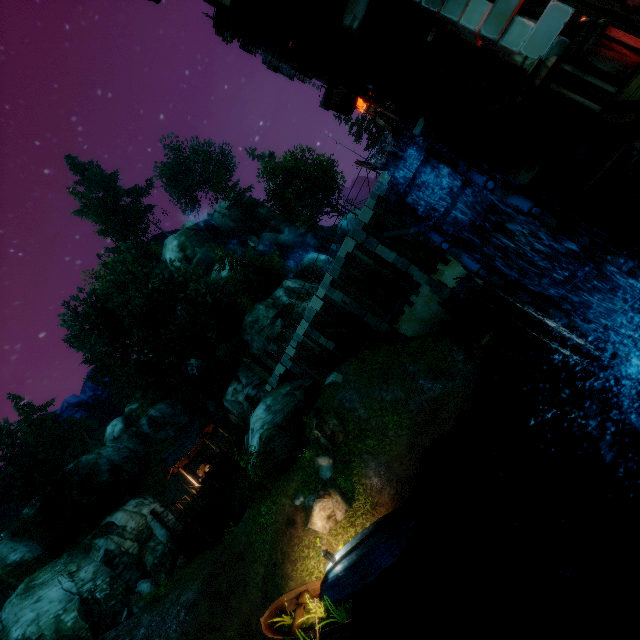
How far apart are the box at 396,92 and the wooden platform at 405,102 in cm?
32

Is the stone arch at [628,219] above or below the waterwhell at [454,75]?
below

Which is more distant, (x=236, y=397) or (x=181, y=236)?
(x=181, y=236)

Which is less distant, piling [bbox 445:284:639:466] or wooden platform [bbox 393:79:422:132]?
piling [bbox 445:284:639:466]

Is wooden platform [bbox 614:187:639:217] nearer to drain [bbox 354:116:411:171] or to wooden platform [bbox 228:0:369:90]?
drain [bbox 354:116:411:171]

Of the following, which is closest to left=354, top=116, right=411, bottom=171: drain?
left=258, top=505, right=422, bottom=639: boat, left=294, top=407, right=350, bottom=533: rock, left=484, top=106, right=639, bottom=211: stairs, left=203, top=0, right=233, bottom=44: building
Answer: left=203, top=0, right=233, bottom=44: building

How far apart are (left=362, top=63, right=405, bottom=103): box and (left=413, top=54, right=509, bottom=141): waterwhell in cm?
Result: 264

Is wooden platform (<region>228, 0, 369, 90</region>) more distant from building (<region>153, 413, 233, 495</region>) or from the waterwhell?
building (<region>153, 413, 233, 495</region>)
